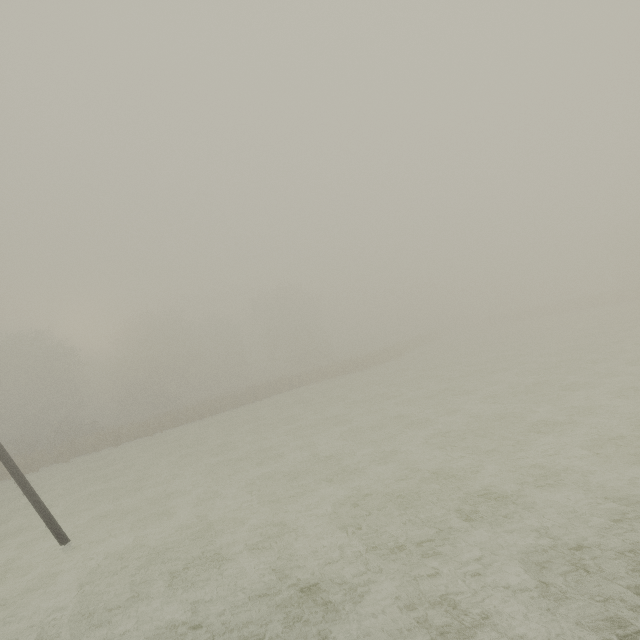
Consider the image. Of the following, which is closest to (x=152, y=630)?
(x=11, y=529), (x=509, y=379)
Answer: (x=11, y=529)
